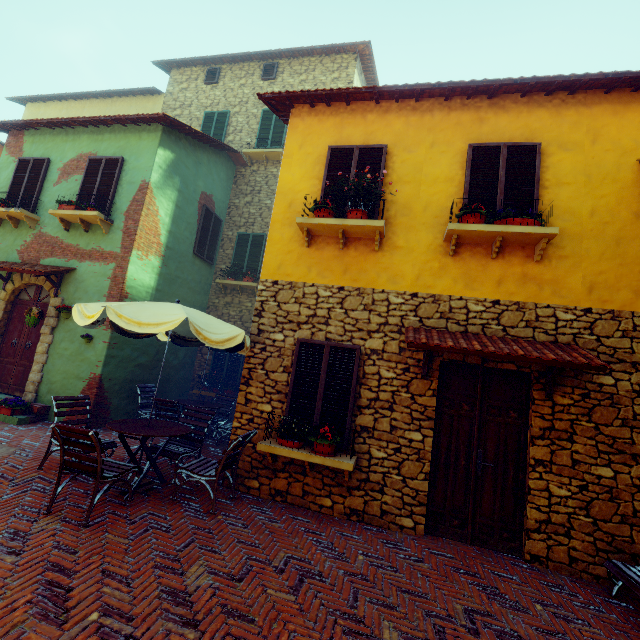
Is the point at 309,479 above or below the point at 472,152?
below

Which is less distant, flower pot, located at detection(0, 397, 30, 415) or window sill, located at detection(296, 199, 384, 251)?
window sill, located at detection(296, 199, 384, 251)

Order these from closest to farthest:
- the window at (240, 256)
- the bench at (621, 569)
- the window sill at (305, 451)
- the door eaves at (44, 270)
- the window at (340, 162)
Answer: the bench at (621, 569)
the window sill at (305, 451)
the window at (340, 162)
the door eaves at (44, 270)
the window at (240, 256)

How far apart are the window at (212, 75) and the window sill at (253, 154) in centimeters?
360cm

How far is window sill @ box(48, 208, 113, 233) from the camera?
7.8 meters

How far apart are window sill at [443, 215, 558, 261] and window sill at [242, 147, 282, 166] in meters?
7.8

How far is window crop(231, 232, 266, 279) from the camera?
10.9 meters

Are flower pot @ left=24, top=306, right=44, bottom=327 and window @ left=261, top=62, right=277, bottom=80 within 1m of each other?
no
